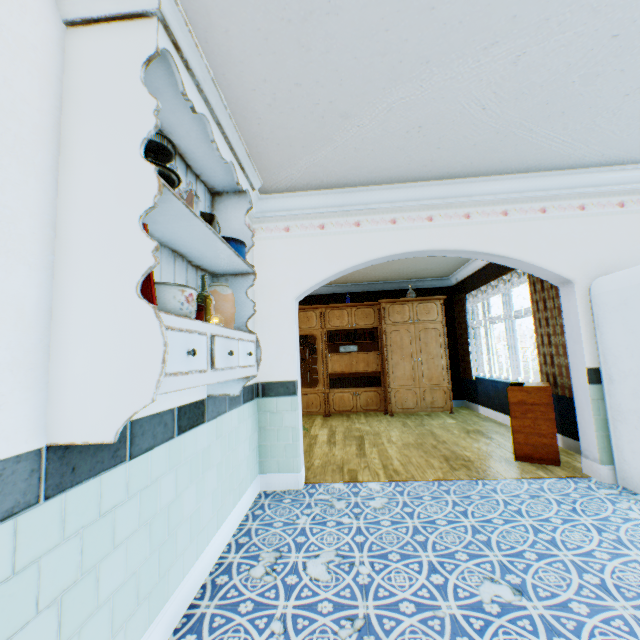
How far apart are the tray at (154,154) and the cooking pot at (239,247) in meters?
0.6 m

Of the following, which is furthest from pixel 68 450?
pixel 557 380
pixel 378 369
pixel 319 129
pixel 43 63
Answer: pixel 378 369

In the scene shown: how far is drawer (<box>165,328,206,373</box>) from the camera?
1.1m

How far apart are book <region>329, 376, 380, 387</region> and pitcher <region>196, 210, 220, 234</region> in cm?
598

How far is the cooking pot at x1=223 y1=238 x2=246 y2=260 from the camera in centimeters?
206cm

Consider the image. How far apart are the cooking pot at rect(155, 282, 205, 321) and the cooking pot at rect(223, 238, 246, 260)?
0.5m

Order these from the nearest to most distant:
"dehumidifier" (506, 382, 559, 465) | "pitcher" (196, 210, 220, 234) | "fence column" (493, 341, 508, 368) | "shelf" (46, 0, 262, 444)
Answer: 1. "shelf" (46, 0, 262, 444)
2. "pitcher" (196, 210, 220, 234)
3. "dehumidifier" (506, 382, 559, 465)
4. "fence column" (493, 341, 508, 368)

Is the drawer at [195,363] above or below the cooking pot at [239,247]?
below
